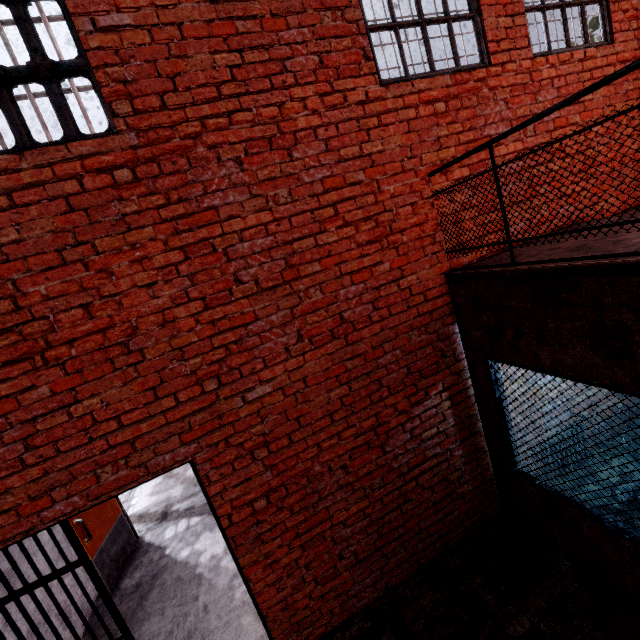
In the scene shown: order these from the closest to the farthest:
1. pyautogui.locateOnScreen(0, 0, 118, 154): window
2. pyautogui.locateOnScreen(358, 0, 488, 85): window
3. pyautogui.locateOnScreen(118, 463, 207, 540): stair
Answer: pyautogui.locateOnScreen(0, 0, 118, 154): window → pyautogui.locateOnScreen(358, 0, 488, 85): window → pyautogui.locateOnScreen(118, 463, 207, 540): stair

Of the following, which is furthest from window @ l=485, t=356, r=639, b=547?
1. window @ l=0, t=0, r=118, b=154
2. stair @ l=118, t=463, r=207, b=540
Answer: stair @ l=118, t=463, r=207, b=540

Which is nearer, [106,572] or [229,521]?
[229,521]

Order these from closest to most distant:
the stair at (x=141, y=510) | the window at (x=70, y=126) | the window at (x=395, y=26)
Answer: the window at (x=70, y=126), the window at (x=395, y=26), the stair at (x=141, y=510)

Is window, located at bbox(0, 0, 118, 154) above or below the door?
above

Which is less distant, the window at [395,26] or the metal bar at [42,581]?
the metal bar at [42,581]

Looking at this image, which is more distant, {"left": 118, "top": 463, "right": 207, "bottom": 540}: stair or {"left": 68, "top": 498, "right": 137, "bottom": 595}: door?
{"left": 118, "top": 463, "right": 207, "bottom": 540}: stair

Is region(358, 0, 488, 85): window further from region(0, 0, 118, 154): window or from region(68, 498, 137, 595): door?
region(68, 498, 137, 595): door
